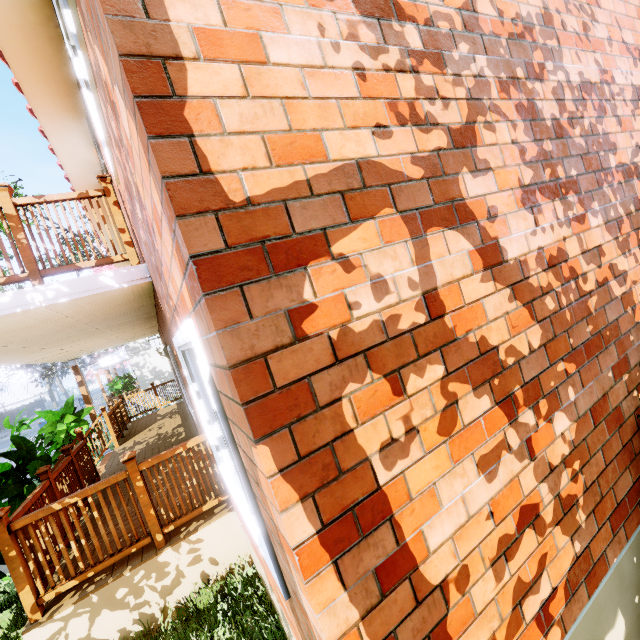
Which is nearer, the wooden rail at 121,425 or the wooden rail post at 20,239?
the wooden rail post at 20,239

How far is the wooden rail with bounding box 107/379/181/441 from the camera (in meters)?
9.21

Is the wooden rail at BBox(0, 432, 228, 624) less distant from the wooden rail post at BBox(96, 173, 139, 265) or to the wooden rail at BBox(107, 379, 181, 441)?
the wooden rail post at BBox(96, 173, 139, 265)

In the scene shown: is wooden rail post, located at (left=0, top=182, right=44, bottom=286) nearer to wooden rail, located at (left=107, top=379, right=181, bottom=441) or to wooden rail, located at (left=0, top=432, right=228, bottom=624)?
wooden rail, located at (left=0, top=432, right=228, bottom=624)

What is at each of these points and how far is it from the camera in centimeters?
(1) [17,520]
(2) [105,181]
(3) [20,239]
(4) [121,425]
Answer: (1) wooden rail, 302cm
(2) wooden rail post, 358cm
(3) wooden rail post, 321cm
(4) wooden rail, 998cm

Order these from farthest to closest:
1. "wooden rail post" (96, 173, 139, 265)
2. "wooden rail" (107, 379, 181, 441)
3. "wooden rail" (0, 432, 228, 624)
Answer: "wooden rail" (107, 379, 181, 441) → "wooden rail post" (96, 173, 139, 265) → "wooden rail" (0, 432, 228, 624)

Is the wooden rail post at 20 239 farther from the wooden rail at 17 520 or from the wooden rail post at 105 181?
the wooden rail at 17 520

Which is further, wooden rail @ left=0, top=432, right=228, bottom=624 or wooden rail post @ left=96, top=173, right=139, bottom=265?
wooden rail post @ left=96, top=173, right=139, bottom=265
